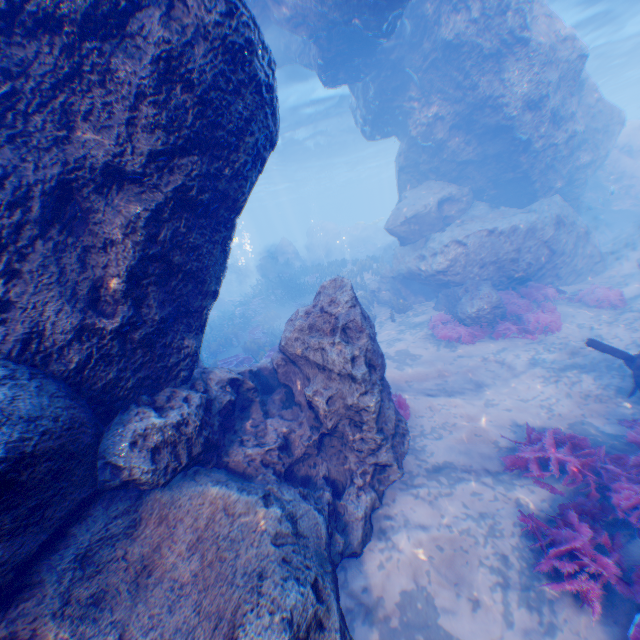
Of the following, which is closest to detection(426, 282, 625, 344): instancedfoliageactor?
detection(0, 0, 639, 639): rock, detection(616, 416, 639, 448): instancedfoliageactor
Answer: detection(0, 0, 639, 639): rock

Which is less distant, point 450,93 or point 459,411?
point 459,411

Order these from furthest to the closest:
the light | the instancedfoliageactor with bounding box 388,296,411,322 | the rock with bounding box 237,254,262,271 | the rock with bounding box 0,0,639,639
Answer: the rock with bounding box 237,254,262,271, the light, the instancedfoliageactor with bounding box 388,296,411,322, the rock with bounding box 0,0,639,639

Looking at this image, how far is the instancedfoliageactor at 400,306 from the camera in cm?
1438

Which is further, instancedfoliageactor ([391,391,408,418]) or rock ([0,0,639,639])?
instancedfoliageactor ([391,391,408,418])

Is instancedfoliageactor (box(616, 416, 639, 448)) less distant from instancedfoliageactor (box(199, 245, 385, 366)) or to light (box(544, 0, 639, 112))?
light (box(544, 0, 639, 112))
